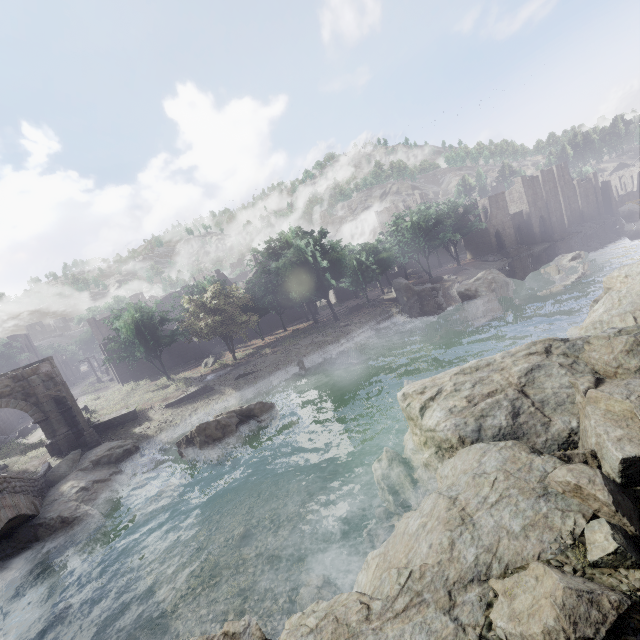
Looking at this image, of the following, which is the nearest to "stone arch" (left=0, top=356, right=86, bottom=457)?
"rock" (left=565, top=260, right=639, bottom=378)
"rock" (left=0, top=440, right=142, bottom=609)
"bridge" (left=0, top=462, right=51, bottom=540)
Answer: "rock" (left=0, top=440, right=142, bottom=609)

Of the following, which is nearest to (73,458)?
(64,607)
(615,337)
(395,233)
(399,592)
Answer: (64,607)

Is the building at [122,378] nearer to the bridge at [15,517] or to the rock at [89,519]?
the bridge at [15,517]

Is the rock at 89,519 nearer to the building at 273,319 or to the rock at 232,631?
the rock at 232,631

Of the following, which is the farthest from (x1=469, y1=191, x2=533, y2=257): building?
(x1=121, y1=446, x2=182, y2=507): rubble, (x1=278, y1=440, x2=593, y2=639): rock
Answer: (x1=121, y1=446, x2=182, y2=507): rubble

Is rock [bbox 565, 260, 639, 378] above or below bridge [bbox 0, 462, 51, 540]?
below

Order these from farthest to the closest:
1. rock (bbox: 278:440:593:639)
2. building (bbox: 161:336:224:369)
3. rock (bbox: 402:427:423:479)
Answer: building (bbox: 161:336:224:369) < rock (bbox: 402:427:423:479) < rock (bbox: 278:440:593:639)

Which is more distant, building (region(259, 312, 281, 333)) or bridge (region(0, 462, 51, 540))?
building (region(259, 312, 281, 333))
